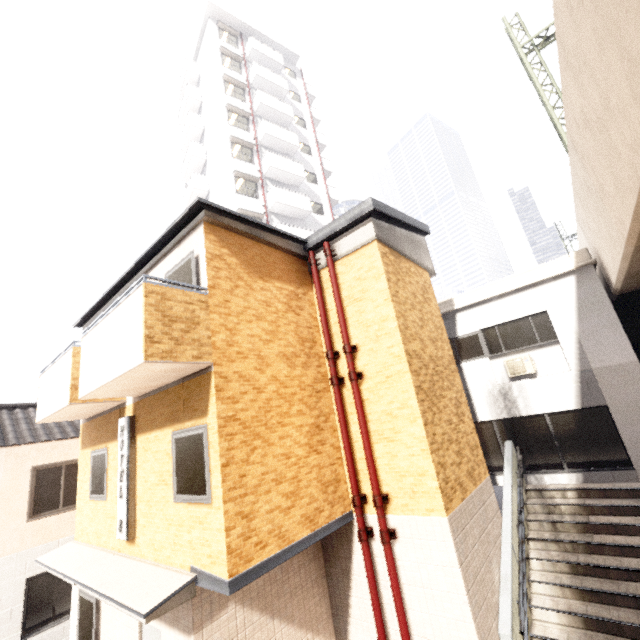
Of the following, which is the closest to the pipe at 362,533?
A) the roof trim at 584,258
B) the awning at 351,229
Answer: the awning at 351,229

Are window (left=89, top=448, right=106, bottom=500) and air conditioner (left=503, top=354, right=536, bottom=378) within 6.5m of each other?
no

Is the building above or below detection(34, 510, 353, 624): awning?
above

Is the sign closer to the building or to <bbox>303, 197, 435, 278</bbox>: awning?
<bbox>303, 197, 435, 278</bbox>: awning

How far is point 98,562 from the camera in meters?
6.5 m

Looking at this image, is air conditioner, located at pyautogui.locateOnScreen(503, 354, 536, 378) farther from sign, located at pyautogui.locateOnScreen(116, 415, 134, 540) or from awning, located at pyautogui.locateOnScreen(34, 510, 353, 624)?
sign, located at pyautogui.locateOnScreen(116, 415, 134, 540)

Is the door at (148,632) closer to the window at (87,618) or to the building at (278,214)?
the window at (87,618)

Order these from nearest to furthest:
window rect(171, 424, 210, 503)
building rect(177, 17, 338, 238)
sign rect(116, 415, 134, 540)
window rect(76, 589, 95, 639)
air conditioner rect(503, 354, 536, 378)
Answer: window rect(171, 424, 210, 503) → sign rect(116, 415, 134, 540) → window rect(76, 589, 95, 639) → air conditioner rect(503, 354, 536, 378) → building rect(177, 17, 338, 238)
